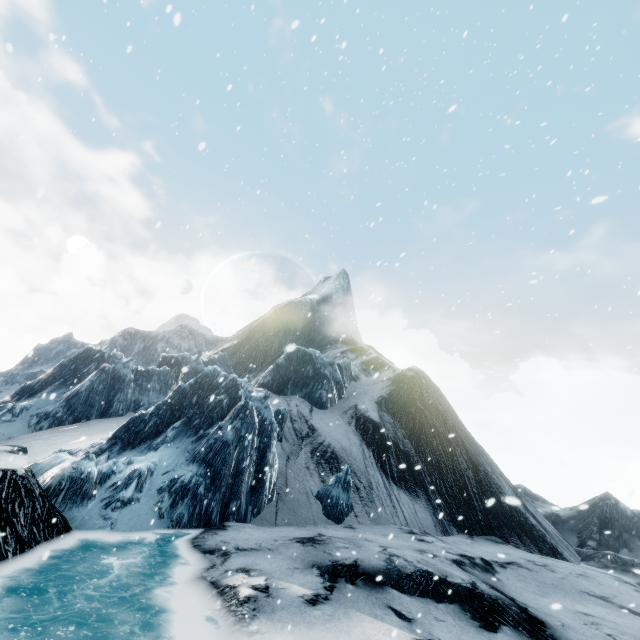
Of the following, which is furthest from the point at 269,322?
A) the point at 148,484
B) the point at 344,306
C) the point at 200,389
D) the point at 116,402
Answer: the point at 148,484
